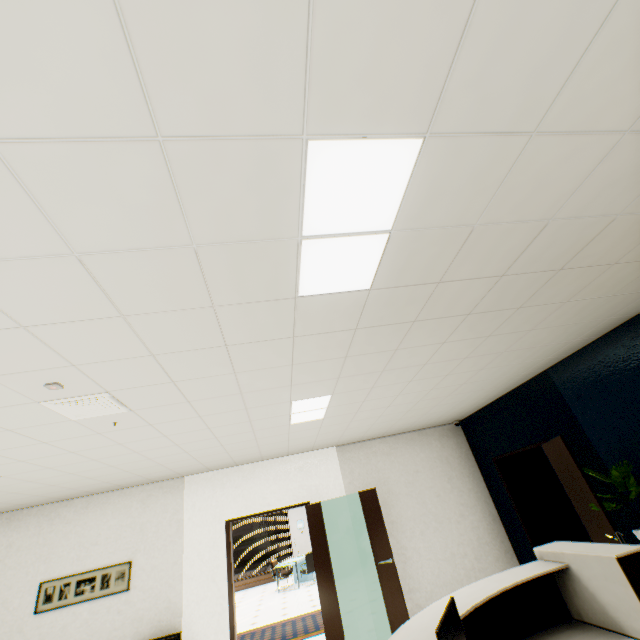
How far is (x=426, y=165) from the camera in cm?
140

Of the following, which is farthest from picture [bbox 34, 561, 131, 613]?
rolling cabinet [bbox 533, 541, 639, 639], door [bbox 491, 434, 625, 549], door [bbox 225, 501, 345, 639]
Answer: door [bbox 491, 434, 625, 549]

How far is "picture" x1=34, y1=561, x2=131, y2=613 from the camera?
5.05m

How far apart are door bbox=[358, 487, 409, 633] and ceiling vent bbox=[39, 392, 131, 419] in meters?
4.4 m

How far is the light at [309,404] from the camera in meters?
3.8 m

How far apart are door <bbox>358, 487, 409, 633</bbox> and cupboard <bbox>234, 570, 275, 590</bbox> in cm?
1078

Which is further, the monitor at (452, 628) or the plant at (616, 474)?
the plant at (616, 474)

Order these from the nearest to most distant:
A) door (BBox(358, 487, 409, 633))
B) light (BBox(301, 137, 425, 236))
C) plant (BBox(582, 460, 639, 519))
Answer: light (BBox(301, 137, 425, 236)) → plant (BBox(582, 460, 639, 519)) → door (BBox(358, 487, 409, 633))
